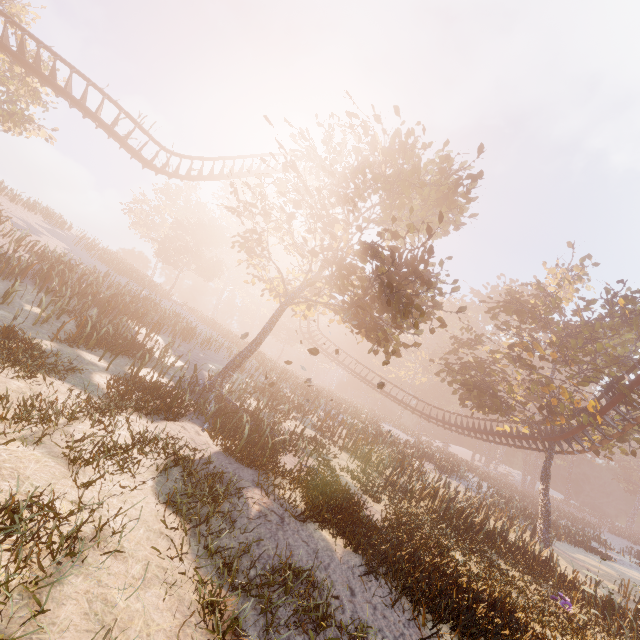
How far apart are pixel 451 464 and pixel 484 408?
13.56m

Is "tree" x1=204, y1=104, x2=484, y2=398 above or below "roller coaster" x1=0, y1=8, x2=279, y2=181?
below

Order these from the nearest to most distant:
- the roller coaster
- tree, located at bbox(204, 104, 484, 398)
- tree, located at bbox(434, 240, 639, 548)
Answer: tree, located at bbox(204, 104, 484, 398) < the roller coaster < tree, located at bbox(434, 240, 639, 548)

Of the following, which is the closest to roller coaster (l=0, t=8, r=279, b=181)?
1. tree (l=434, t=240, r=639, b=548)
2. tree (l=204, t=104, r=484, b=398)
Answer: tree (l=434, t=240, r=639, b=548)

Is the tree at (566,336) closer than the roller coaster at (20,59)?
No

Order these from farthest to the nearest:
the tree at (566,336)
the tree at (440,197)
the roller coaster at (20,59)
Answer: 1. the tree at (566,336)
2. the roller coaster at (20,59)
3. the tree at (440,197)

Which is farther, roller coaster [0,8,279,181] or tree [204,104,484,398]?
roller coaster [0,8,279,181]
